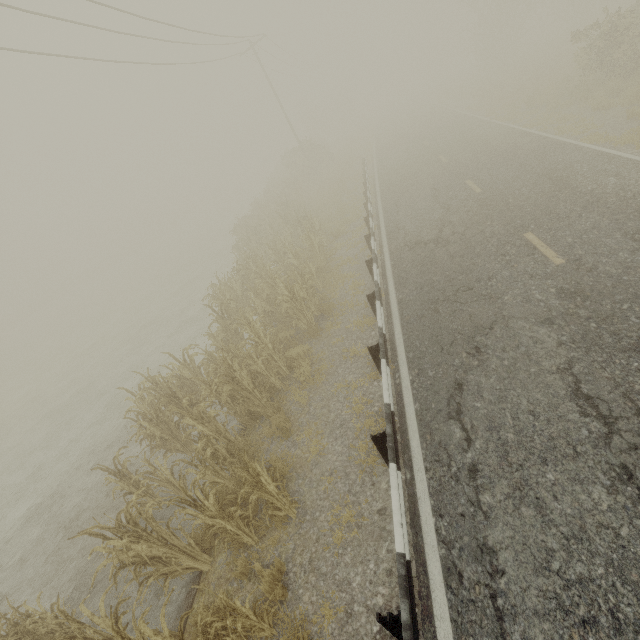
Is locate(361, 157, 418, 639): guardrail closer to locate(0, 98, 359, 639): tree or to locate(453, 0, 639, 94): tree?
locate(453, 0, 639, 94): tree

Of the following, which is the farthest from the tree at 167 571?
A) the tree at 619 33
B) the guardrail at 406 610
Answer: the guardrail at 406 610

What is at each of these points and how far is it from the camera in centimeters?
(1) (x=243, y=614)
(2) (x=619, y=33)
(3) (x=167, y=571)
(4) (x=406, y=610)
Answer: (1) tree, 381cm
(2) tree, 1355cm
(3) tree, 536cm
(4) guardrail, 302cm

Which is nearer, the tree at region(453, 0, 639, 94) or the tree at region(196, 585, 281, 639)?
the tree at region(196, 585, 281, 639)

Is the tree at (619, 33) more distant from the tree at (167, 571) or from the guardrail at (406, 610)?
the guardrail at (406, 610)

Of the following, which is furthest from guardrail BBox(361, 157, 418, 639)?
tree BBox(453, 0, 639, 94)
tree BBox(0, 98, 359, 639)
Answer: tree BBox(0, 98, 359, 639)

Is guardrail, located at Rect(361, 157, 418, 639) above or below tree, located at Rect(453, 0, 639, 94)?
below
